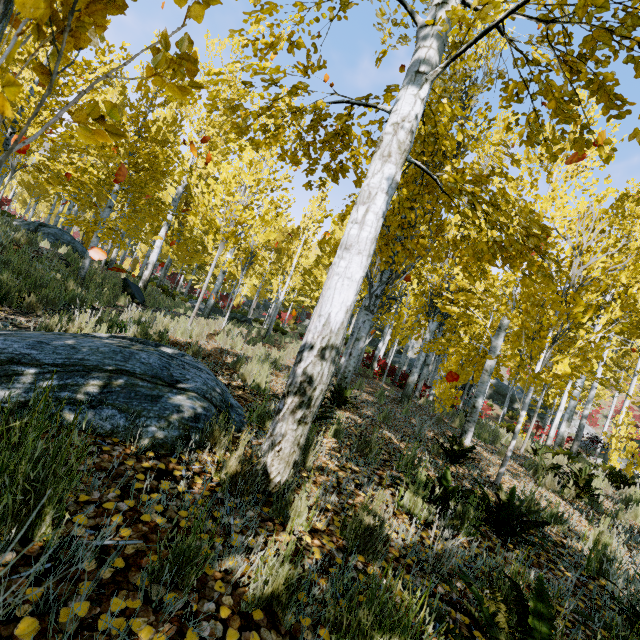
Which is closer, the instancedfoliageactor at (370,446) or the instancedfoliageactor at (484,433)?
the instancedfoliageactor at (484,433)

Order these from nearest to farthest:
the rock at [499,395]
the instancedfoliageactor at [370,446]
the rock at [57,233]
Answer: the instancedfoliageactor at [370,446], the rock at [57,233], the rock at [499,395]

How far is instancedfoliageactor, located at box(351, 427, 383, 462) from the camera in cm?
378

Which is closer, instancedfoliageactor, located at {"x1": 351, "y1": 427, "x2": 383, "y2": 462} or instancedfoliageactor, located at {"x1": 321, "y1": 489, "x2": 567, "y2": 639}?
instancedfoliageactor, located at {"x1": 321, "y1": 489, "x2": 567, "y2": 639}

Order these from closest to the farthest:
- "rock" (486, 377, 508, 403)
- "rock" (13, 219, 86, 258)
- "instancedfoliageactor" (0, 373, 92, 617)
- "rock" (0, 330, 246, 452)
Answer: "instancedfoliageactor" (0, 373, 92, 617), "rock" (0, 330, 246, 452), "rock" (13, 219, 86, 258), "rock" (486, 377, 508, 403)

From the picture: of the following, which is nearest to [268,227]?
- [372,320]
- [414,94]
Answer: [414,94]

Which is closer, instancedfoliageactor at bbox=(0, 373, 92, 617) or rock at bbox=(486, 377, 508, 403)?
instancedfoliageactor at bbox=(0, 373, 92, 617)
